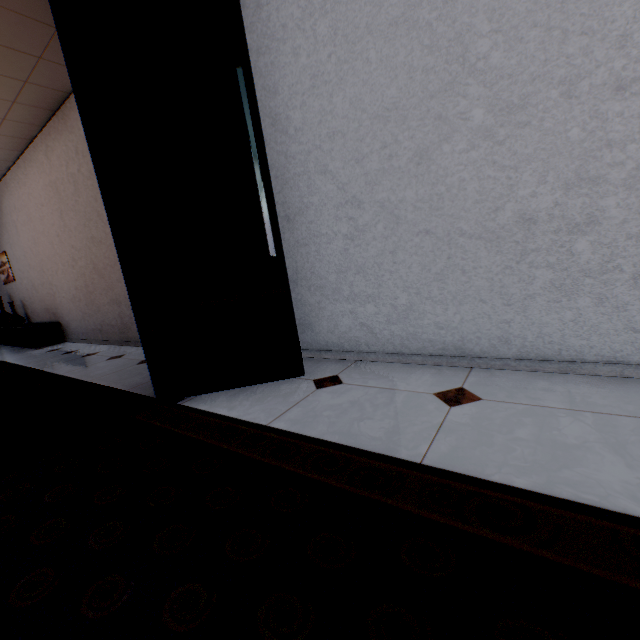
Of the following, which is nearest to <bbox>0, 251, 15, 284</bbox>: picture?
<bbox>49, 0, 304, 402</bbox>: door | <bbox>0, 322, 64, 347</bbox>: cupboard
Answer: <bbox>0, 322, 64, 347</bbox>: cupboard

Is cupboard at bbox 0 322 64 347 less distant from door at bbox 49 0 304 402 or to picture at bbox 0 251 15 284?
picture at bbox 0 251 15 284

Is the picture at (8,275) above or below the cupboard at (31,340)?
above

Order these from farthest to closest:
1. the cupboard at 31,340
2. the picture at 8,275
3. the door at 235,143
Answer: the picture at 8,275 → the cupboard at 31,340 → the door at 235,143

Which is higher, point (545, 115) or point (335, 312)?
point (545, 115)
